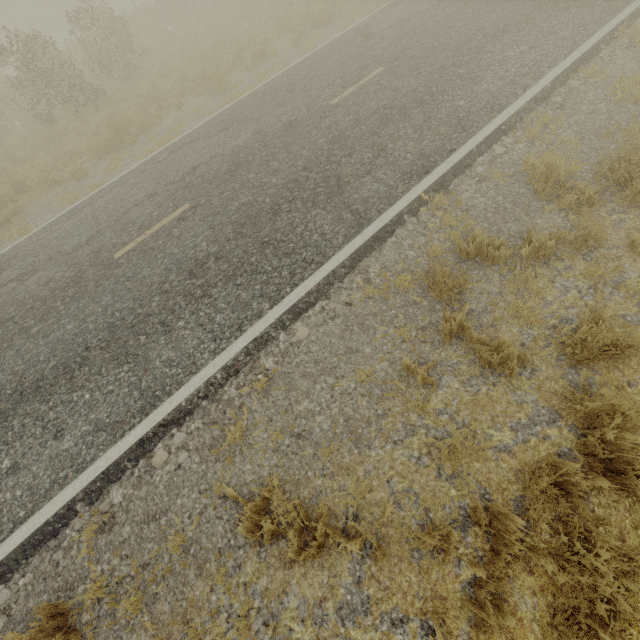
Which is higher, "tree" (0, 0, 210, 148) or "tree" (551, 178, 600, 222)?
"tree" (0, 0, 210, 148)

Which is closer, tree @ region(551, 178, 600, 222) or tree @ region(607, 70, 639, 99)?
tree @ region(551, 178, 600, 222)

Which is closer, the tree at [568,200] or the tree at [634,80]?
the tree at [568,200]

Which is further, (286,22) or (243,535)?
(286,22)

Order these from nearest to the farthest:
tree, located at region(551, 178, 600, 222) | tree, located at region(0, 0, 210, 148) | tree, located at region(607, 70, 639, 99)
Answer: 1. tree, located at region(551, 178, 600, 222)
2. tree, located at region(607, 70, 639, 99)
3. tree, located at region(0, 0, 210, 148)

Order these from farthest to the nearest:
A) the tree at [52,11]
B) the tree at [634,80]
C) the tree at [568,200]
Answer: the tree at [52,11], the tree at [634,80], the tree at [568,200]

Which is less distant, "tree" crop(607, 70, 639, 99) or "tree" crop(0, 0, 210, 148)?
"tree" crop(607, 70, 639, 99)
